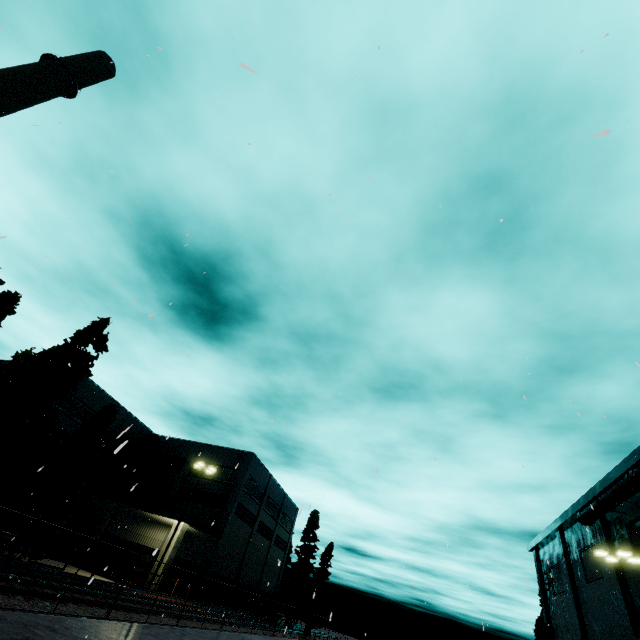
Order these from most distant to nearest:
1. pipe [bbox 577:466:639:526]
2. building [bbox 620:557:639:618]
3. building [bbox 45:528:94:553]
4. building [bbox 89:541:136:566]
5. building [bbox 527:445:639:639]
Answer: A: building [bbox 45:528:94:553], building [bbox 89:541:136:566], building [bbox 527:445:639:639], building [bbox 620:557:639:618], pipe [bbox 577:466:639:526]

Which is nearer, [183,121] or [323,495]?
[183,121]

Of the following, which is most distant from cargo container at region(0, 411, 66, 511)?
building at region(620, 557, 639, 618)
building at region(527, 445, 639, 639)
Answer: building at region(527, 445, 639, 639)

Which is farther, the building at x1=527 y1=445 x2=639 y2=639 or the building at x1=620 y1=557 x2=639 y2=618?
the building at x1=527 y1=445 x2=639 y2=639

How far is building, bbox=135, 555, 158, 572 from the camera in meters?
27.6 m

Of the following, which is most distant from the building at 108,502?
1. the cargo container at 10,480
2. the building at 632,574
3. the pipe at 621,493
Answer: the building at 632,574

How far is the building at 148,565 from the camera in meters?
27.6 m

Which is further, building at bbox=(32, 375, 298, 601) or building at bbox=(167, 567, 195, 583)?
building at bbox=(32, 375, 298, 601)
